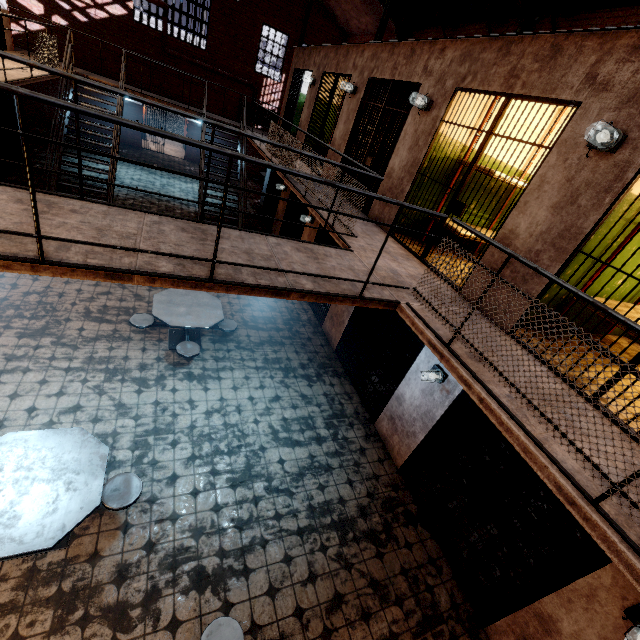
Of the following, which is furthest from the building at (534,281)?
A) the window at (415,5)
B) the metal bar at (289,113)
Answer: the window at (415,5)

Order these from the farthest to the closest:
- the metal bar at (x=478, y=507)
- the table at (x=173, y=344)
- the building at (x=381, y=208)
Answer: the building at (x=381, y=208)
the table at (x=173, y=344)
the metal bar at (x=478, y=507)

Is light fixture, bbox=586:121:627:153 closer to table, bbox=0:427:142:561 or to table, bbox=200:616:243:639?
table, bbox=200:616:243:639

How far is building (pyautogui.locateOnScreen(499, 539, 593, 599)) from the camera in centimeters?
445cm

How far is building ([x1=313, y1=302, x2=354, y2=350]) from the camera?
7.3m

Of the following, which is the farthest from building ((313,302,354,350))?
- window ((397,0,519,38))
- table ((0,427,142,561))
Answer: window ((397,0,519,38))

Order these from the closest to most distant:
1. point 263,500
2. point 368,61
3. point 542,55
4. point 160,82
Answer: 1. point 542,55
2. point 263,500
3. point 368,61
4. point 160,82

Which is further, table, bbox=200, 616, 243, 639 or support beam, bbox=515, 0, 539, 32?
support beam, bbox=515, 0, 539, 32
